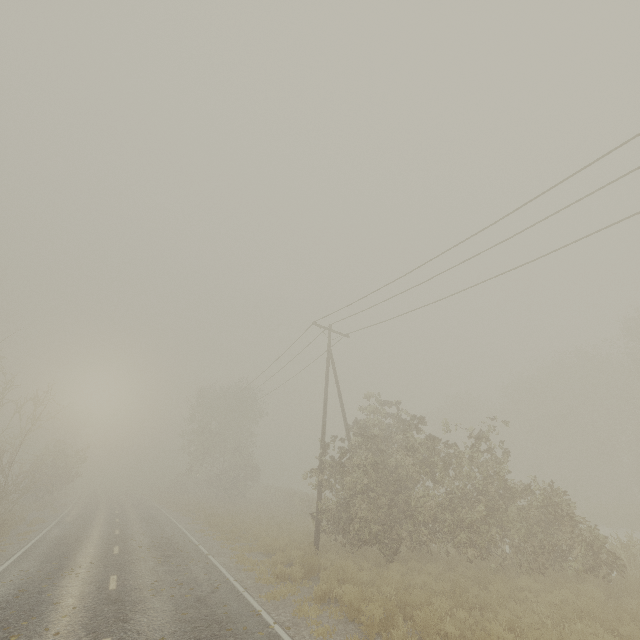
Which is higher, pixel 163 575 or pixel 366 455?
pixel 366 455
